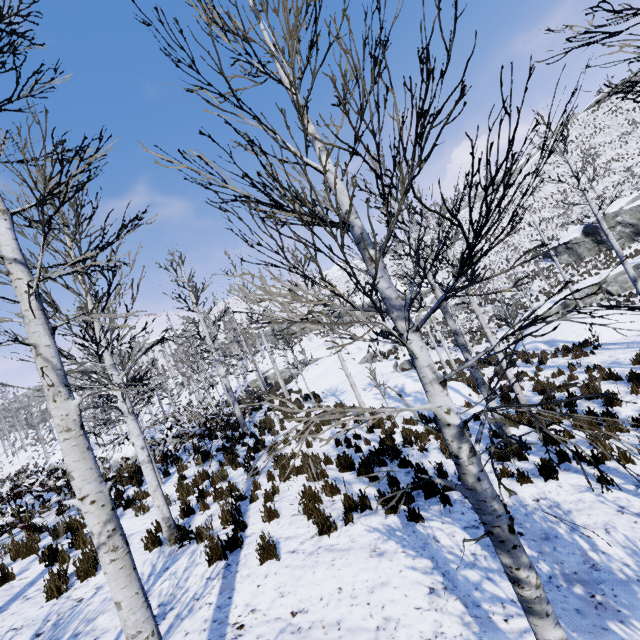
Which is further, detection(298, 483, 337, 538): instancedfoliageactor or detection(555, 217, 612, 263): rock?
detection(555, 217, 612, 263): rock

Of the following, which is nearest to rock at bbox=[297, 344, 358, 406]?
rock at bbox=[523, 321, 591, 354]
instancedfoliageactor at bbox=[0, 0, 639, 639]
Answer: instancedfoliageactor at bbox=[0, 0, 639, 639]

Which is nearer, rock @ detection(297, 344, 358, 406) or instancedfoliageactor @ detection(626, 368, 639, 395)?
instancedfoliageactor @ detection(626, 368, 639, 395)

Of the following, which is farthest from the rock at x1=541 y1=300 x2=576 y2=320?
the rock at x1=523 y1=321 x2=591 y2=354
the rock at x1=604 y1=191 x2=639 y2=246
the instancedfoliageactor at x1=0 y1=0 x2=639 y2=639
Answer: the rock at x1=523 y1=321 x2=591 y2=354

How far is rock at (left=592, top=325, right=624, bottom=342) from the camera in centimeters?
1467cm

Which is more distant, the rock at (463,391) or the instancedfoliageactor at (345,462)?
the rock at (463,391)

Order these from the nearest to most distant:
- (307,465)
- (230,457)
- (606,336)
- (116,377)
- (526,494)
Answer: (526,494) < (116,377) < (307,465) < (230,457) < (606,336)

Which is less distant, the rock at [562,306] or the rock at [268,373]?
the rock at [562,306]
